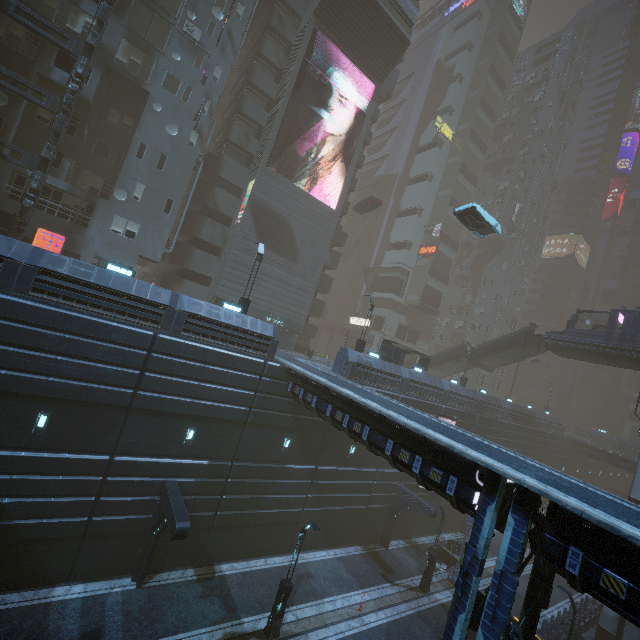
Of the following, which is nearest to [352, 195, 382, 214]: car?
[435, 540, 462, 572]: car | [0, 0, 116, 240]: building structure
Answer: [0, 0, 116, 240]: building structure

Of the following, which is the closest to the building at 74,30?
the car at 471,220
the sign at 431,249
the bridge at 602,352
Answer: the sign at 431,249

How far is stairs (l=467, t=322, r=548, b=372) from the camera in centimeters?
3241cm

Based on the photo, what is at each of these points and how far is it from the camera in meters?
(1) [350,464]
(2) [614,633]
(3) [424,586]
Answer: (1) building, 23.3 m
(2) sm, 21.6 m
(3) street light, 21.6 m

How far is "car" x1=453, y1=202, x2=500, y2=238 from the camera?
22.4 meters

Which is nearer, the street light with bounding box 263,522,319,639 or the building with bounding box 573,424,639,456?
the street light with bounding box 263,522,319,639

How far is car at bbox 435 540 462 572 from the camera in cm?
2464

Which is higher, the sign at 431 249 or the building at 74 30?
the sign at 431 249
